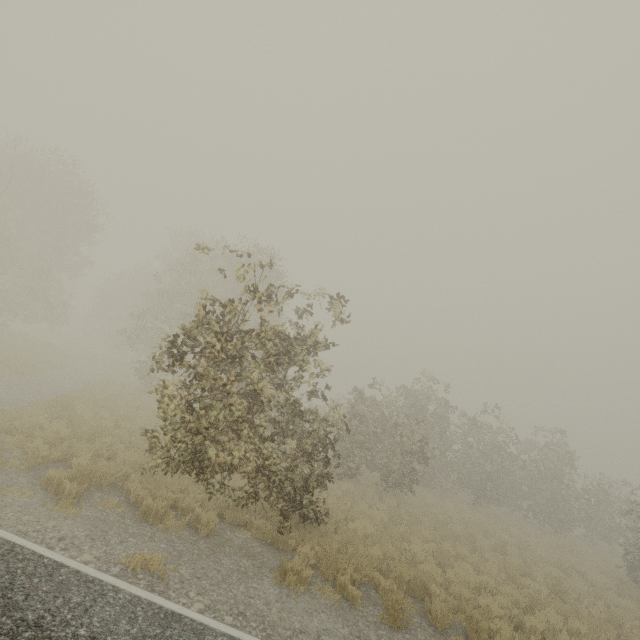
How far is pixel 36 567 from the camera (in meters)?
4.45
